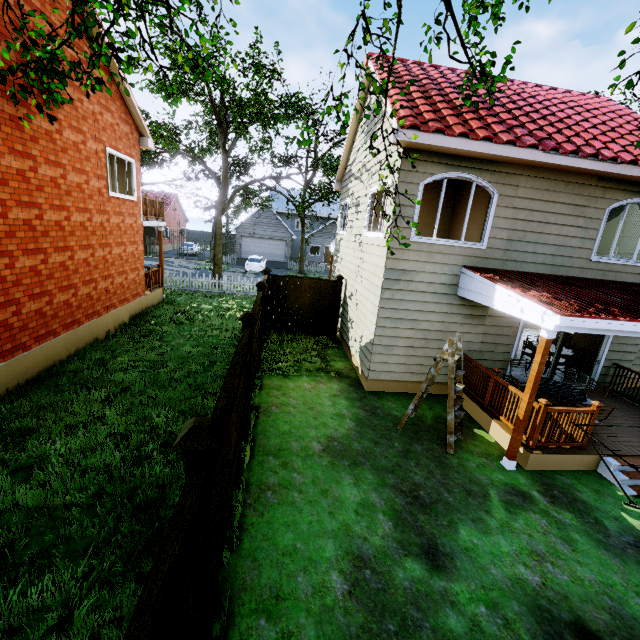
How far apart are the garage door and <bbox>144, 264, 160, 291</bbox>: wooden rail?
20.6m

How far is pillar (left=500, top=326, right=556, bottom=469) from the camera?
5.60m

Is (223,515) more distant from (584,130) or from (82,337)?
(584,130)

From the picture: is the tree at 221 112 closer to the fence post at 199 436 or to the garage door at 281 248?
the garage door at 281 248

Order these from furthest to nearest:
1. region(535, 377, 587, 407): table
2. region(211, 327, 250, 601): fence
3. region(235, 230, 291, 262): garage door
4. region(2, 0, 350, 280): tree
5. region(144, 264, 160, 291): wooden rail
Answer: region(235, 230, 291, 262): garage door, region(144, 264, 160, 291): wooden rail, region(535, 377, 587, 407): table, region(2, 0, 350, 280): tree, region(211, 327, 250, 601): fence

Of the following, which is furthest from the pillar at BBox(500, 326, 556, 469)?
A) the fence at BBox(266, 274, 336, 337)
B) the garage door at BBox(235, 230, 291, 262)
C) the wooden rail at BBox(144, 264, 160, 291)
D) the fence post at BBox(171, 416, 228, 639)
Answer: the garage door at BBox(235, 230, 291, 262)

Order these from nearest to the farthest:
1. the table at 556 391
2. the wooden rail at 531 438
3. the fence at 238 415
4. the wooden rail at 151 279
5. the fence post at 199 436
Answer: the fence post at 199 436, the fence at 238 415, the wooden rail at 531 438, the table at 556 391, the wooden rail at 151 279

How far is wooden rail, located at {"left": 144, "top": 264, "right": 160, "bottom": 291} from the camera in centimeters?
1369cm
